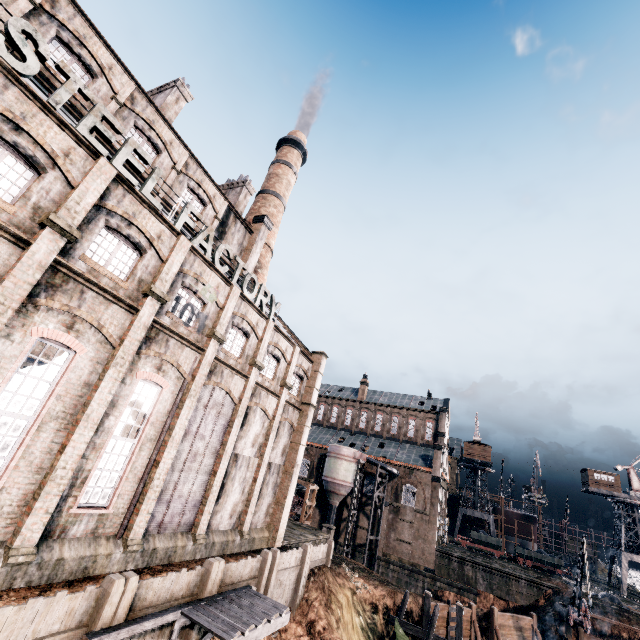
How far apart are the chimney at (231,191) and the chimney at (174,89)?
7.6 meters

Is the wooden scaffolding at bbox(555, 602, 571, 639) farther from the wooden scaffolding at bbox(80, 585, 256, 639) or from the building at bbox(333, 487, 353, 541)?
the wooden scaffolding at bbox(80, 585, 256, 639)

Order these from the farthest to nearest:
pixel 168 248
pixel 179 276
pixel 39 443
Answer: pixel 179 276 → pixel 168 248 → pixel 39 443

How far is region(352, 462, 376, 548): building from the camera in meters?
47.2

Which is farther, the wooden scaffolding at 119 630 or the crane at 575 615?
the crane at 575 615

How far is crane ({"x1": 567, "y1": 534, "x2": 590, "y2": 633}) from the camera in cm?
2583

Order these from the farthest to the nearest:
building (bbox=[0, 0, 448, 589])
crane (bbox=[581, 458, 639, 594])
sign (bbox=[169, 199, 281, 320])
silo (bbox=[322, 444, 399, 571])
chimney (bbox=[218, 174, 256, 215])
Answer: crane (bbox=[581, 458, 639, 594])
silo (bbox=[322, 444, 399, 571])
chimney (bbox=[218, 174, 256, 215])
sign (bbox=[169, 199, 281, 320])
building (bbox=[0, 0, 448, 589])

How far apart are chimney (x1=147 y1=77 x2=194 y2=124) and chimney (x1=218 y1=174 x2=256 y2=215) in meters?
7.6
